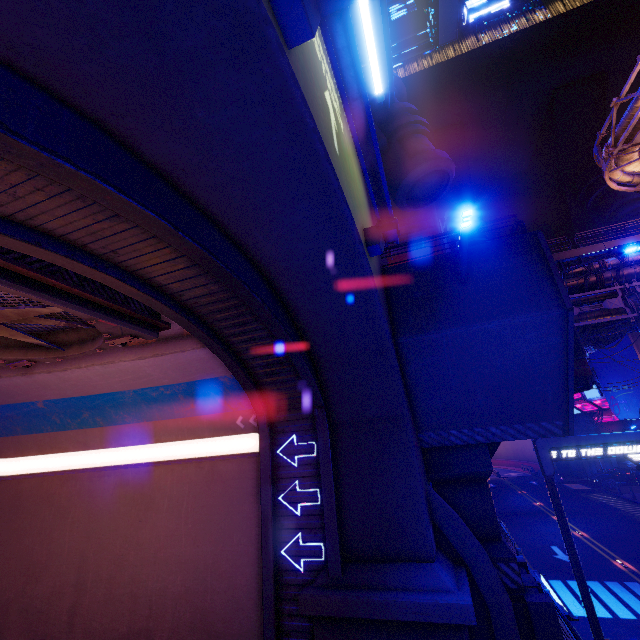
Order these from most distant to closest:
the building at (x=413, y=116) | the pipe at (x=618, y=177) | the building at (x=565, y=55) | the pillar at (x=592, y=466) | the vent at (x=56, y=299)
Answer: the building at (x=565, y=55), the pillar at (x=592, y=466), the pipe at (x=618, y=177), the building at (x=413, y=116), the vent at (x=56, y=299)

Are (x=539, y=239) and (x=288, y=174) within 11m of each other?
yes

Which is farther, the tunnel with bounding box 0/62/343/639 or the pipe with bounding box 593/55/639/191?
the pipe with bounding box 593/55/639/191

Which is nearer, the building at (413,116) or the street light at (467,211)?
the street light at (467,211)

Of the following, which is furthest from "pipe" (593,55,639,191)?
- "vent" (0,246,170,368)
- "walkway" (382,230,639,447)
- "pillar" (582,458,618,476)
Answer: "vent" (0,246,170,368)

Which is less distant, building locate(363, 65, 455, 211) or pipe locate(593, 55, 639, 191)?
building locate(363, 65, 455, 211)

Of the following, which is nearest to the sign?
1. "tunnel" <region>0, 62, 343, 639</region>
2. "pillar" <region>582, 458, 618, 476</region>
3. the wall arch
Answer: the wall arch

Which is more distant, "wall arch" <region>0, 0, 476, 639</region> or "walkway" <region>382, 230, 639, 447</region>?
"walkway" <region>382, 230, 639, 447</region>
